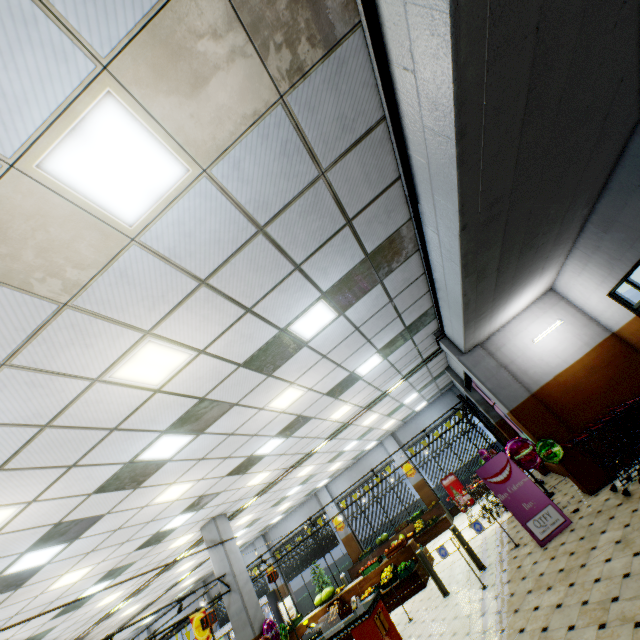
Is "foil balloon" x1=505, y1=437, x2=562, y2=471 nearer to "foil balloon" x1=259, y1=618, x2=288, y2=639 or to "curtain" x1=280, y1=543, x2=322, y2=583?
"foil balloon" x1=259, y1=618, x2=288, y2=639

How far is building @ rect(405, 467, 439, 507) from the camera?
16.88m

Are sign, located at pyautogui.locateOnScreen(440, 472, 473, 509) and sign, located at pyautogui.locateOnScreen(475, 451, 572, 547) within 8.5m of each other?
no

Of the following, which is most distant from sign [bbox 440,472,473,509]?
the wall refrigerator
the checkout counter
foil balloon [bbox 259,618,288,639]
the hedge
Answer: the wall refrigerator

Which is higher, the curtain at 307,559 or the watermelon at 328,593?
the curtain at 307,559

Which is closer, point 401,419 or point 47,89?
point 47,89

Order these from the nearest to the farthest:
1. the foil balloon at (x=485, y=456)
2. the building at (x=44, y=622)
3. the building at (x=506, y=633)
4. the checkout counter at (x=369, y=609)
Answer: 1. the building at (x=506, y=633)
2. the checkout counter at (x=369, y=609)
3. the building at (x=44, y=622)
4. the foil balloon at (x=485, y=456)

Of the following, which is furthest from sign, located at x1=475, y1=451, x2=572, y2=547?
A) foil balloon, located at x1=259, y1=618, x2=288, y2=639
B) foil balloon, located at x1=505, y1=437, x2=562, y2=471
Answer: foil balloon, located at x1=259, y1=618, x2=288, y2=639
